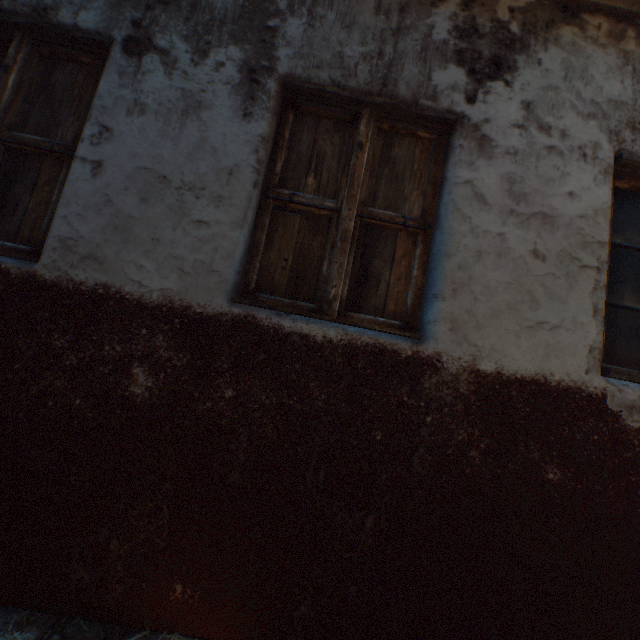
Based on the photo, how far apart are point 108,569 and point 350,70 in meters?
2.8 m
